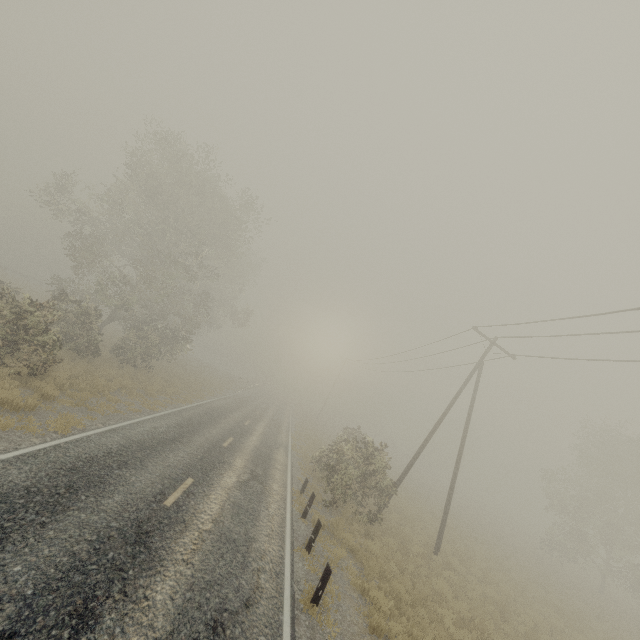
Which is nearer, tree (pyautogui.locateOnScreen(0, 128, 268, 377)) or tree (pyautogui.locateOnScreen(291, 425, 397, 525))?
tree (pyautogui.locateOnScreen(291, 425, 397, 525))

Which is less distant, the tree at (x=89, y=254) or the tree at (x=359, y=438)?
the tree at (x=359, y=438)

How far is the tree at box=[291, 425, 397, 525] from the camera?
15.06m

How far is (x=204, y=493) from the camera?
10.0 meters

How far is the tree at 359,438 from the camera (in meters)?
15.06
